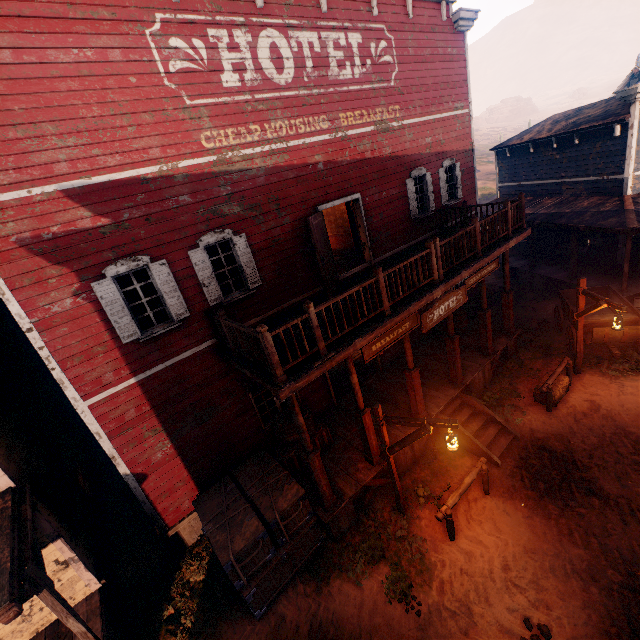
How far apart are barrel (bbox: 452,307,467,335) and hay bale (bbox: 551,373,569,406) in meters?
3.1

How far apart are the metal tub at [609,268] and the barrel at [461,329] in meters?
7.0

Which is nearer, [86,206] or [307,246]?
[86,206]

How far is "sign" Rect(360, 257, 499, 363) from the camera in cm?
695

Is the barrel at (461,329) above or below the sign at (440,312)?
below

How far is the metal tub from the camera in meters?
13.7

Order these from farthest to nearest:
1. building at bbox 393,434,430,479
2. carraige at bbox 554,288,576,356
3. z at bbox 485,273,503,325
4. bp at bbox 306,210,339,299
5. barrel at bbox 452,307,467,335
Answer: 1. z at bbox 485,273,503,325
2. barrel at bbox 452,307,467,335
3. carraige at bbox 554,288,576,356
4. building at bbox 393,434,430,479
5. bp at bbox 306,210,339,299

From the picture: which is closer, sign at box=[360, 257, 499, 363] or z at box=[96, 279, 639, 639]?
z at box=[96, 279, 639, 639]
